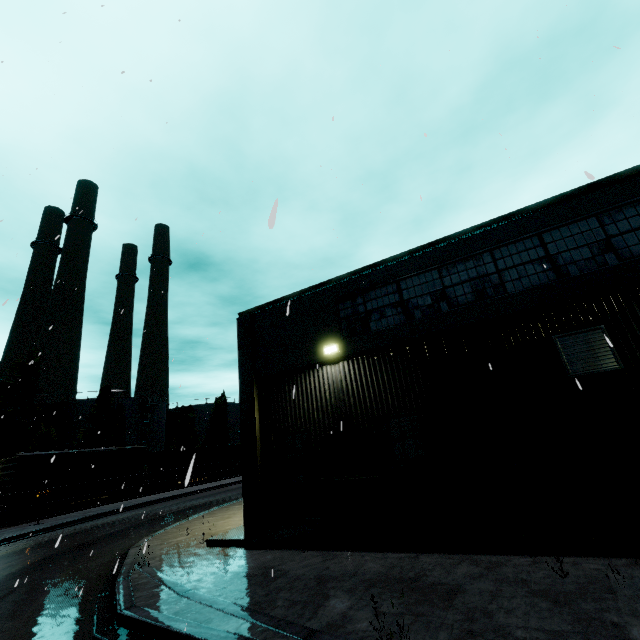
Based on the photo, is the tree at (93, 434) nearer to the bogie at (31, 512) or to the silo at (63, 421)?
the silo at (63, 421)

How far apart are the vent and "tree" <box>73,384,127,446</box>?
51.8m

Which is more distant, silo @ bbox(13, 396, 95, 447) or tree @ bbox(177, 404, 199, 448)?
tree @ bbox(177, 404, 199, 448)

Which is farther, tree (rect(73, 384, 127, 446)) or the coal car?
tree (rect(73, 384, 127, 446))

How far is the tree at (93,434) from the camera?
43.2m

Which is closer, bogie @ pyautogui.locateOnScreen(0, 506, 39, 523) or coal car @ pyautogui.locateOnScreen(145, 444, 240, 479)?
bogie @ pyautogui.locateOnScreen(0, 506, 39, 523)

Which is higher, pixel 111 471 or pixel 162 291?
pixel 162 291

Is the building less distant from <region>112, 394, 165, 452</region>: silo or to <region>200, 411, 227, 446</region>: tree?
<region>200, 411, 227, 446</region>: tree
